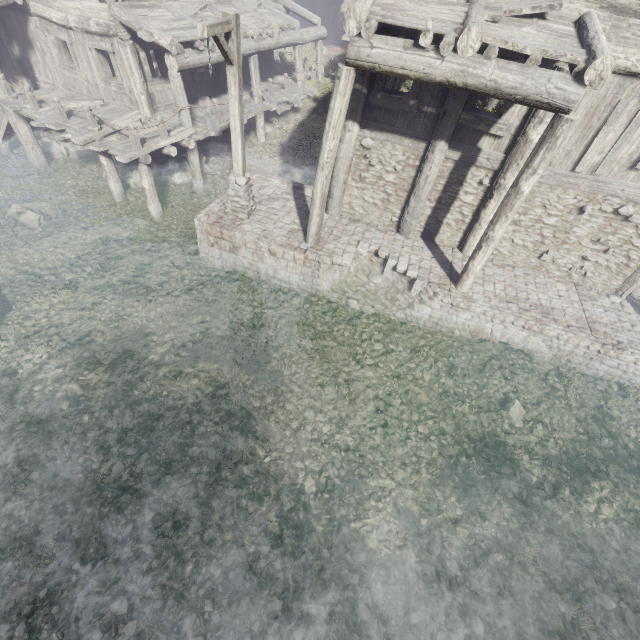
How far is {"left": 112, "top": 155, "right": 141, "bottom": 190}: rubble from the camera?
13.7 meters

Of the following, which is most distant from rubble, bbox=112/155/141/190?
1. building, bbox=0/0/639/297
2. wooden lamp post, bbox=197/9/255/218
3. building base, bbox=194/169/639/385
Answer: wooden lamp post, bbox=197/9/255/218

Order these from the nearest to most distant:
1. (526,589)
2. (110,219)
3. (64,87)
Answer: (526,589) → (110,219) → (64,87)

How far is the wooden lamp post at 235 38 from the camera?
6.7m

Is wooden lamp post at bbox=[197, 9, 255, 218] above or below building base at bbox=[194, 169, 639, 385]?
above

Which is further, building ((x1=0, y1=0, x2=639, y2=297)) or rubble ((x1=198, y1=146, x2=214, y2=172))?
rubble ((x1=198, y1=146, x2=214, y2=172))

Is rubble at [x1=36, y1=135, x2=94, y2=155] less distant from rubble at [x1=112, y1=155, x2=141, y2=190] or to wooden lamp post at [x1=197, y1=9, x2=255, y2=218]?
rubble at [x1=112, y1=155, x2=141, y2=190]

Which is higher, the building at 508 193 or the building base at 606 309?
the building at 508 193
